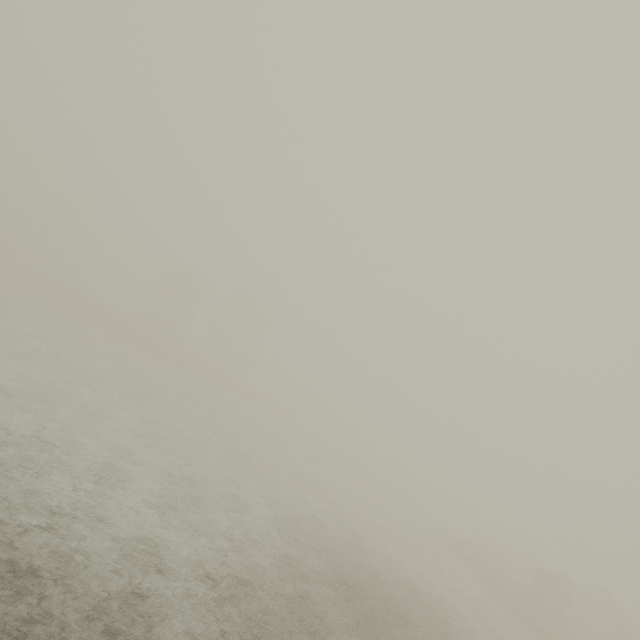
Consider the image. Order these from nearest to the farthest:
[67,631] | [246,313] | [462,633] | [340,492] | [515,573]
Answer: [67,631] → [462,633] → [340,492] → [515,573] → [246,313]
